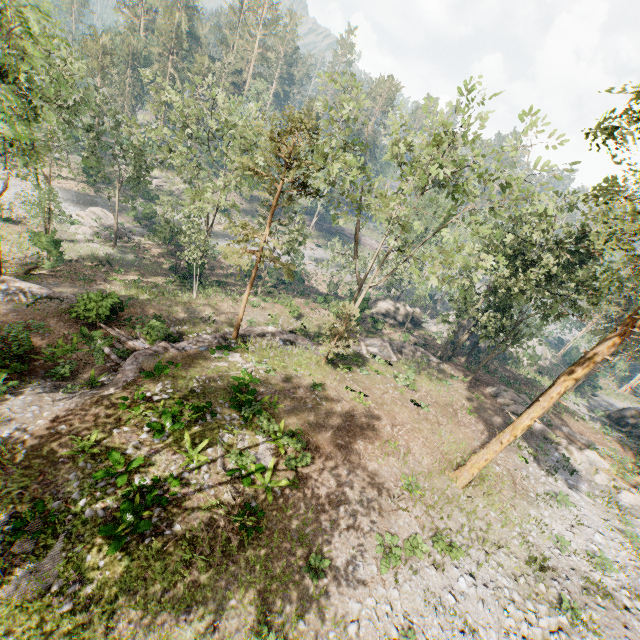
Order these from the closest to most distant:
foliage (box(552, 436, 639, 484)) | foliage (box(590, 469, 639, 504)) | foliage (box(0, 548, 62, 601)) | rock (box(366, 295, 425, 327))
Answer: foliage (box(0, 548, 62, 601)), foliage (box(590, 469, 639, 504)), foliage (box(552, 436, 639, 484)), rock (box(366, 295, 425, 327))

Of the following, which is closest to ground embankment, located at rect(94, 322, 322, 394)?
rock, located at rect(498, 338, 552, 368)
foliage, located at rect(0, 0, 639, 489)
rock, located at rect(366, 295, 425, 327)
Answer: foliage, located at rect(0, 0, 639, 489)

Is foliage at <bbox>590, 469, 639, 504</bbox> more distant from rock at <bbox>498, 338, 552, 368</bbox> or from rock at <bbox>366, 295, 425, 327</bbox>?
rock at <bbox>498, 338, 552, 368</bbox>

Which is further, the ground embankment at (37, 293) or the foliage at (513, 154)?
the ground embankment at (37, 293)

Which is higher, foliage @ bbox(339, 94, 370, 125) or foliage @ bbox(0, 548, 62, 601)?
foliage @ bbox(339, 94, 370, 125)

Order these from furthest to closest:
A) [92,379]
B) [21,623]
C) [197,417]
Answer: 1. [92,379]
2. [197,417]
3. [21,623]

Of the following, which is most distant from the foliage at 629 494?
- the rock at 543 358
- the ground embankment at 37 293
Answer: the rock at 543 358

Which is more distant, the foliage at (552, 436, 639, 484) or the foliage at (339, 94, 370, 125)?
the foliage at (552, 436, 639, 484)
